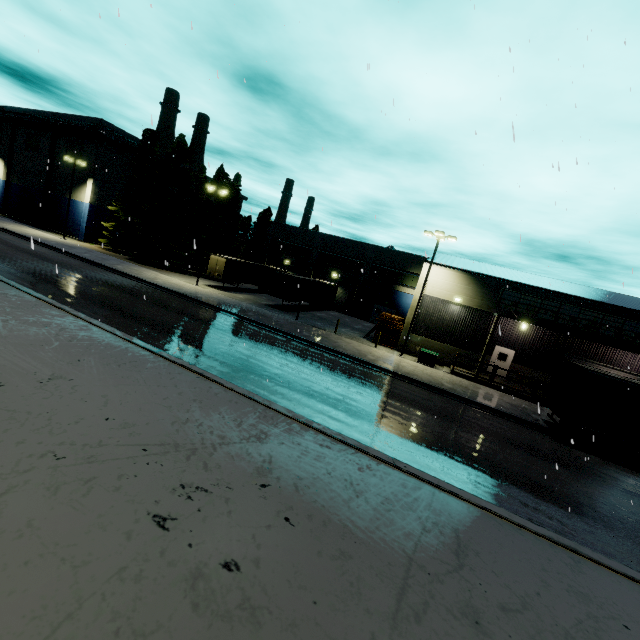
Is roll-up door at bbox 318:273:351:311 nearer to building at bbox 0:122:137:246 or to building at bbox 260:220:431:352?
building at bbox 260:220:431:352

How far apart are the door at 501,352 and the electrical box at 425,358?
5.0 meters

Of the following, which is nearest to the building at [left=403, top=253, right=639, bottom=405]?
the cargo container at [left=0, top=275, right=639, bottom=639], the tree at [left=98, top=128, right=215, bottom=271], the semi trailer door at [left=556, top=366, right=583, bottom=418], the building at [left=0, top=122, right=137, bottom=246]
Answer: the tree at [left=98, top=128, right=215, bottom=271]

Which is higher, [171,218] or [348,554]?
[171,218]

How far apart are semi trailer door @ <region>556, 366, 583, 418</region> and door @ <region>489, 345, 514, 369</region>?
10.3 meters

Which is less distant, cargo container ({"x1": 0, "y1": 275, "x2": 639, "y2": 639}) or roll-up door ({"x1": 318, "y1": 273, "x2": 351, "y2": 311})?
cargo container ({"x1": 0, "y1": 275, "x2": 639, "y2": 639})

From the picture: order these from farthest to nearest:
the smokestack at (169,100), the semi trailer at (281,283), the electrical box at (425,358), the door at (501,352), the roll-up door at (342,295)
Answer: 1. the smokestack at (169,100)
2. the roll-up door at (342,295)
3. the semi trailer at (281,283)
4. the door at (501,352)
5. the electrical box at (425,358)

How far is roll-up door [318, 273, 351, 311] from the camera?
45.00m
